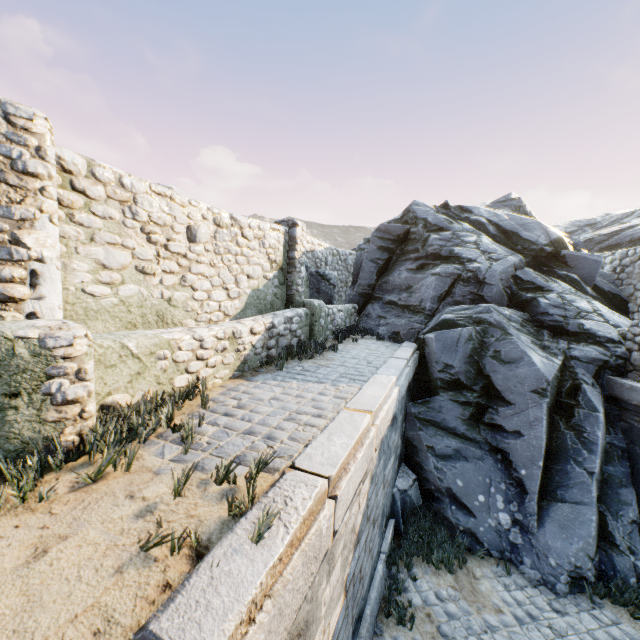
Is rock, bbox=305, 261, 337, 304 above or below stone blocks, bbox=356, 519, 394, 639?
above

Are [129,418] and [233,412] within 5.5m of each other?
yes

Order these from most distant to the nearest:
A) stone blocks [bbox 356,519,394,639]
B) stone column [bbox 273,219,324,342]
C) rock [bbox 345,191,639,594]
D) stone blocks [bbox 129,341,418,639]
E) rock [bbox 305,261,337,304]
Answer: rock [bbox 305,261,337,304] < stone column [bbox 273,219,324,342] < rock [bbox 345,191,639,594] < stone blocks [bbox 356,519,394,639] < stone blocks [bbox 129,341,418,639]

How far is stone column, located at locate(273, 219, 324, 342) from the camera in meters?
8.0

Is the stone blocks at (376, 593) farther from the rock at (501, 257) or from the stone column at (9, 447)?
the stone column at (9, 447)

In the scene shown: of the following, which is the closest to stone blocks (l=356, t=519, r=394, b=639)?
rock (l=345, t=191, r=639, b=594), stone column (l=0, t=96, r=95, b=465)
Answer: rock (l=345, t=191, r=639, b=594)

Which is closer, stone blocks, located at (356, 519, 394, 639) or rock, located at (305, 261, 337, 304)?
stone blocks, located at (356, 519, 394, 639)

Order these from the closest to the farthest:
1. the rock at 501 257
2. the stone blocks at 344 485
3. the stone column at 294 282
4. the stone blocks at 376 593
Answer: the stone blocks at 344 485, the stone blocks at 376 593, the rock at 501 257, the stone column at 294 282
